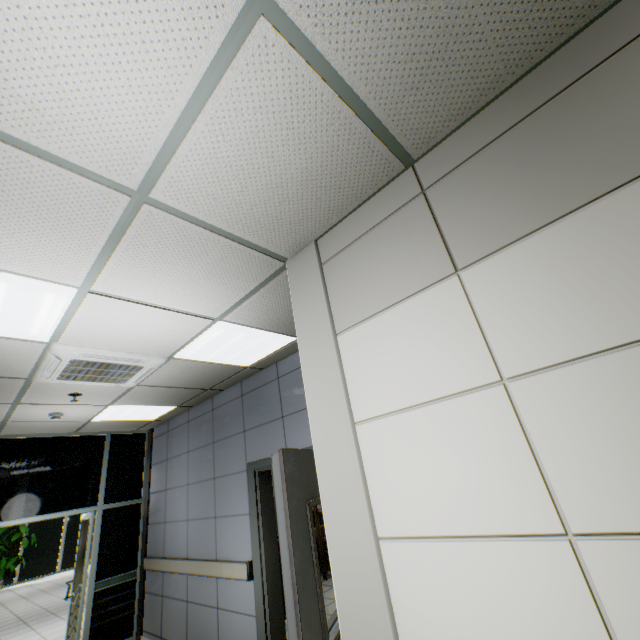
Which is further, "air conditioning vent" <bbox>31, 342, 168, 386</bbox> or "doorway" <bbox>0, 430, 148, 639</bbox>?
"doorway" <bbox>0, 430, 148, 639</bbox>

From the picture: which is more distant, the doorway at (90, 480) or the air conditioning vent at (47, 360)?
the doorway at (90, 480)

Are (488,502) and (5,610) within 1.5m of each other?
no

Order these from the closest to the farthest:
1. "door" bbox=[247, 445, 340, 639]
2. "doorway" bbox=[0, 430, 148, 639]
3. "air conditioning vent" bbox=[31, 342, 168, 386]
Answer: "door" bbox=[247, 445, 340, 639]
"air conditioning vent" bbox=[31, 342, 168, 386]
"doorway" bbox=[0, 430, 148, 639]

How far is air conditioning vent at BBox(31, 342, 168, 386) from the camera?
2.9m

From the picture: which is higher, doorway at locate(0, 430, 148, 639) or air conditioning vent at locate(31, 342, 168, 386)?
air conditioning vent at locate(31, 342, 168, 386)

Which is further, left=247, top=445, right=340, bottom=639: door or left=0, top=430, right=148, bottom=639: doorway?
left=0, top=430, right=148, bottom=639: doorway

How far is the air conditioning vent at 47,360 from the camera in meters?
2.9
